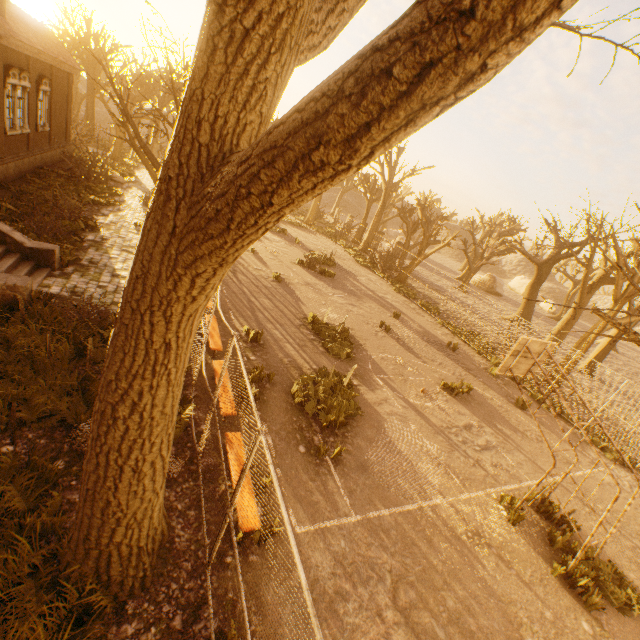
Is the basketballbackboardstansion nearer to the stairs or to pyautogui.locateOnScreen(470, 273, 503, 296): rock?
the stairs

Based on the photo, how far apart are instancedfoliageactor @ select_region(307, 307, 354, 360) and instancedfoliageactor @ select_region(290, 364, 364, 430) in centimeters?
134cm

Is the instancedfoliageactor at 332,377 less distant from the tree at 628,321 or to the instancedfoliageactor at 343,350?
the instancedfoliageactor at 343,350

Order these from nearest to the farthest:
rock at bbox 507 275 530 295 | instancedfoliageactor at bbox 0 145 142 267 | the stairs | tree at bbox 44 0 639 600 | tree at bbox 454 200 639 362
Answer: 1. tree at bbox 44 0 639 600
2. the stairs
3. instancedfoliageactor at bbox 0 145 142 267
4. tree at bbox 454 200 639 362
5. rock at bbox 507 275 530 295

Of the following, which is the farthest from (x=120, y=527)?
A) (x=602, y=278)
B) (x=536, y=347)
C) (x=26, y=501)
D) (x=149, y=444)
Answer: (x=602, y=278)

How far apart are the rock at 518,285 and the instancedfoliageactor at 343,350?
52.8 meters

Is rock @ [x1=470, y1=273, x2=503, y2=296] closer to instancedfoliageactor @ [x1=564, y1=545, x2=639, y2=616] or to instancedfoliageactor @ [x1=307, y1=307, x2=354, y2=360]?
instancedfoliageactor @ [x1=307, y1=307, x2=354, y2=360]

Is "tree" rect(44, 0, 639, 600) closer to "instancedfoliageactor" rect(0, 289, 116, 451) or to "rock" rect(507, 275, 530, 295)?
"instancedfoliageactor" rect(0, 289, 116, 451)
